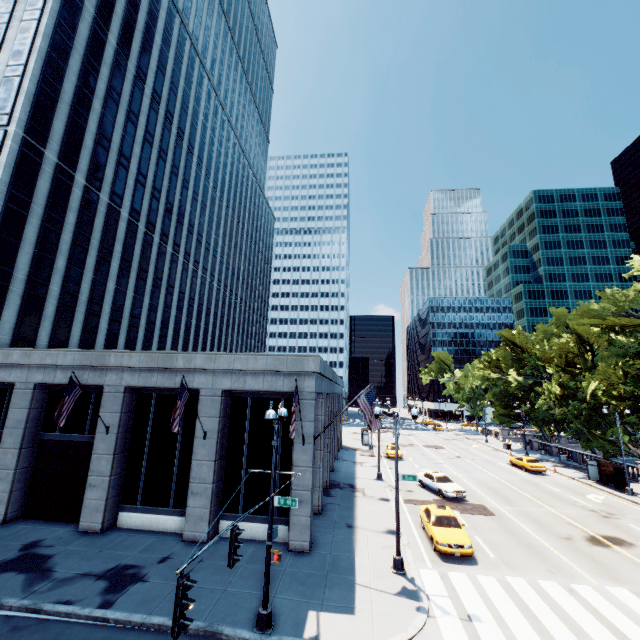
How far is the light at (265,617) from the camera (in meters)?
7.03

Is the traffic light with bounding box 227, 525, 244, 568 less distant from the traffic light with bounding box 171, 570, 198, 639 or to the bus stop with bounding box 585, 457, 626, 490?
the traffic light with bounding box 171, 570, 198, 639

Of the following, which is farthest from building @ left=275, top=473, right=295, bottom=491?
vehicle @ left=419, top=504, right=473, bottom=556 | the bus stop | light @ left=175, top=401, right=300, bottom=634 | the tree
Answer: the bus stop

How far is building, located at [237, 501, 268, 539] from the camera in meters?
17.2

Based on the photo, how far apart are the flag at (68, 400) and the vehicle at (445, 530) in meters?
18.8

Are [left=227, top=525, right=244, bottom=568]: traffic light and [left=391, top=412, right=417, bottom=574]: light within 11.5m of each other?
yes

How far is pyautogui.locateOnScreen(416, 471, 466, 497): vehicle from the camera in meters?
25.3

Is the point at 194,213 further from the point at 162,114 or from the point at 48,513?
the point at 48,513
